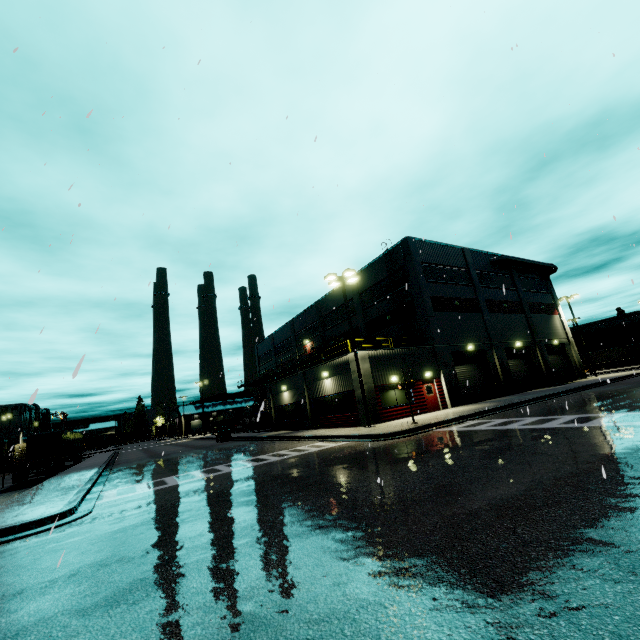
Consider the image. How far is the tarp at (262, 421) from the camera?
35.31m

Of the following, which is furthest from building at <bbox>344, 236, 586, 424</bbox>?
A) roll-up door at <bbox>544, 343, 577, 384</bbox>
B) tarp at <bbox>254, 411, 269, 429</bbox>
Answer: tarp at <bbox>254, 411, 269, 429</bbox>

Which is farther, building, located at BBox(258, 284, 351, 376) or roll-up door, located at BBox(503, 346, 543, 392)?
building, located at BBox(258, 284, 351, 376)

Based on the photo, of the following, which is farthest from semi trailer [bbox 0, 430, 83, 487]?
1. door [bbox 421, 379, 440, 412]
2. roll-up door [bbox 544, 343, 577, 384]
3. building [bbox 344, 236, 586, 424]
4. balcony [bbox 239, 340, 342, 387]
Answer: door [bbox 421, 379, 440, 412]

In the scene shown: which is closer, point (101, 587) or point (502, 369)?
point (101, 587)

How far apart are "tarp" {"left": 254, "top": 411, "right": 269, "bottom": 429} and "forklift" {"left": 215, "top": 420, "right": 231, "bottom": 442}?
Answer: 3.3 meters

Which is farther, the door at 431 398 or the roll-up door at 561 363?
the roll-up door at 561 363

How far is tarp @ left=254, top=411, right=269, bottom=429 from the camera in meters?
35.3 m
